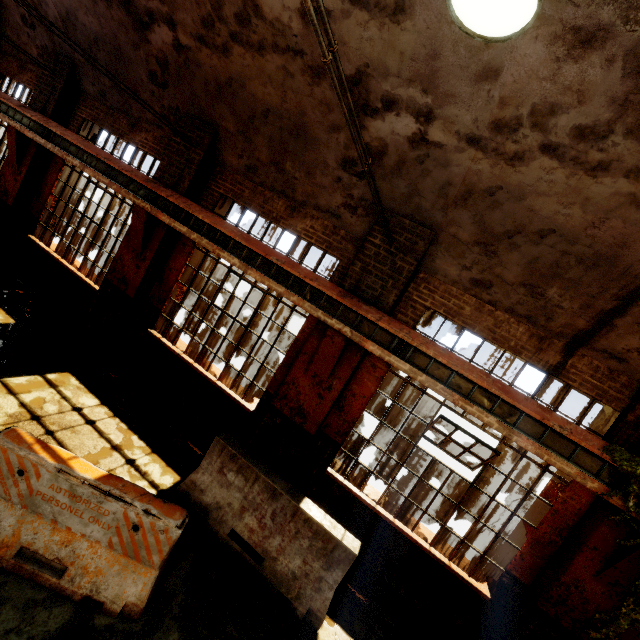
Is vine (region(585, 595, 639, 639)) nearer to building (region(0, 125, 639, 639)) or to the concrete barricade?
building (region(0, 125, 639, 639))

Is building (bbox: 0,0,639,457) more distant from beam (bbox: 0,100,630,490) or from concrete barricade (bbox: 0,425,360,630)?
concrete barricade (bbox: 0,425,360,630)

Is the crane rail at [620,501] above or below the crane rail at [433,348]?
below

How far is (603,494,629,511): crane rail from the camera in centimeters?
411cm

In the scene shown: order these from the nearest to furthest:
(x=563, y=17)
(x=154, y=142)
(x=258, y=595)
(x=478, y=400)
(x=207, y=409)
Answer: (x=563, y=17) → (x=258, y=595) → (x=478, y=400) → (x=207, y=409) → (x=154, y=142)

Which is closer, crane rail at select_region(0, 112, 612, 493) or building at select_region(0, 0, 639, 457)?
building at select_region(0, 0, 639, 457)

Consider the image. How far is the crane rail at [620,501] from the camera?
4.1 meters

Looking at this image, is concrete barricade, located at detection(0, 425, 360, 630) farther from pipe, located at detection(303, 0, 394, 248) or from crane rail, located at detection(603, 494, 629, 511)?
pipe, located at detection(303, 0, 394, 248)
